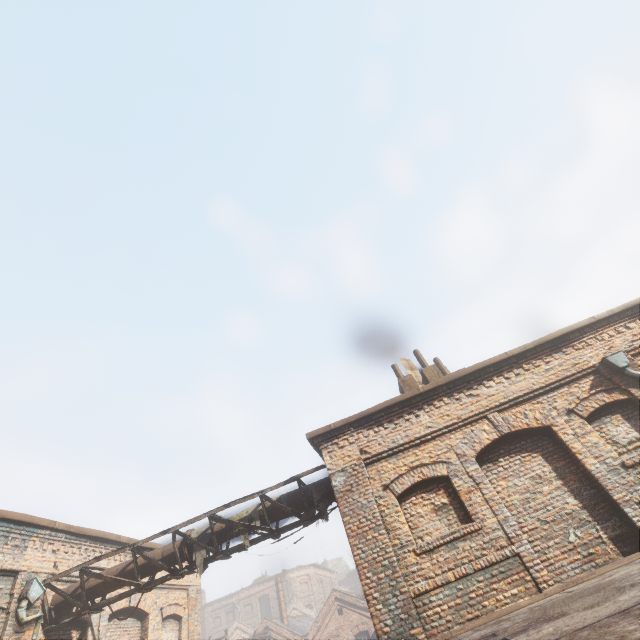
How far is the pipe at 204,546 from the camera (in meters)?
7.91

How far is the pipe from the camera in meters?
7.9

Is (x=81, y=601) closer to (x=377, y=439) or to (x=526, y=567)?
(x=377, y=439)
